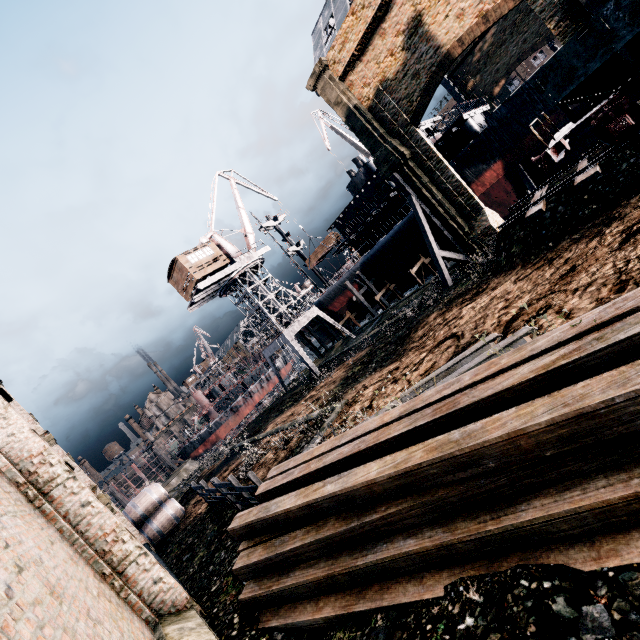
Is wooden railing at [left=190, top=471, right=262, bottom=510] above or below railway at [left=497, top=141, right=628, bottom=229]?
above

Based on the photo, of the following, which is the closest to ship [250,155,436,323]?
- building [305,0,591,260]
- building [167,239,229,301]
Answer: building [305,0,591,260]

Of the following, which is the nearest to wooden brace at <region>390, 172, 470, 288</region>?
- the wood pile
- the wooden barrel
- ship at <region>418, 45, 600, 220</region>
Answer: Result: ship at <region>418, 45, 600, 220</region>

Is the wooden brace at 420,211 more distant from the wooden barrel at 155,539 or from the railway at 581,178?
the wooden barrel at 155,539

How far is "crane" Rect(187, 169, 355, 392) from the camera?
33.8m

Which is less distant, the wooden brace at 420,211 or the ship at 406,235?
the wooden brace at 420,211

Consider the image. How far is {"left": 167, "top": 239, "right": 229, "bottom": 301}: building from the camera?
32.2m

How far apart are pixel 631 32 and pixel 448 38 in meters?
13.4
